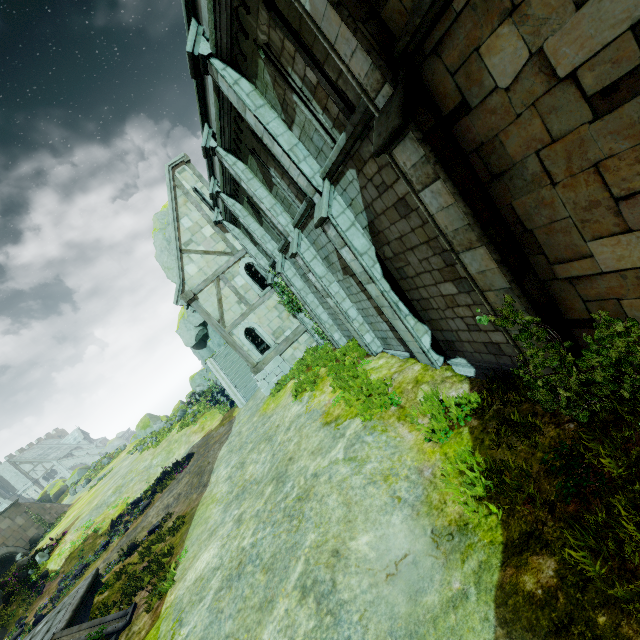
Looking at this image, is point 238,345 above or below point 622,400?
above

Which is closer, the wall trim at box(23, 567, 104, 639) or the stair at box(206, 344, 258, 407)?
the wall trim at box(23, 567, 104, 639)

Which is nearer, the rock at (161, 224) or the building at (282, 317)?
the building at (282, 317)

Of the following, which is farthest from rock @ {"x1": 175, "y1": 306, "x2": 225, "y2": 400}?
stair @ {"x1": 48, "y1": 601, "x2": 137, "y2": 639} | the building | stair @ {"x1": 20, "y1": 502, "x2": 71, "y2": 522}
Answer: stair @ {"x1": 48, "y1": 601, "x2": 137, "y2": 639}

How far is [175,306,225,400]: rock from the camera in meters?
32.7 m

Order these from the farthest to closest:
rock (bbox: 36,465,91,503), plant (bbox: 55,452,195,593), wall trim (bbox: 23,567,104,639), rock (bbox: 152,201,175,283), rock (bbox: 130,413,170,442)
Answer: rock (bbox: 36,465,91,503), rock (bbox: 130,413,170,442), rock (bbox: 152,201,175,283), plant (bbox: 55,452,195,593), wall trim (bbox: 23,567,104,639)

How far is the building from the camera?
18.0m

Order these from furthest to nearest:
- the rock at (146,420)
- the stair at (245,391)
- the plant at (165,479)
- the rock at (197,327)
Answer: the rock at (146,420) → the rock at (197,327) → the stair at (245,391) → the plant at (165,479)
